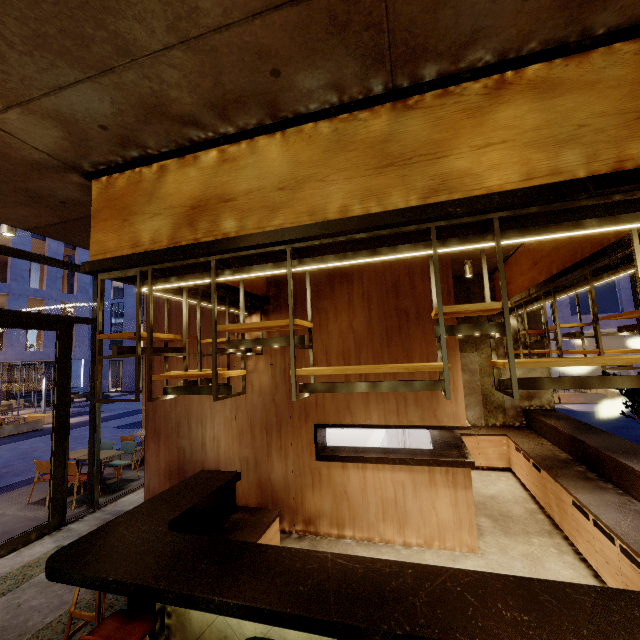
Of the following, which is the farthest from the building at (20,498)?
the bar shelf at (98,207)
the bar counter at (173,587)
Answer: the bar shelf at (98,207)

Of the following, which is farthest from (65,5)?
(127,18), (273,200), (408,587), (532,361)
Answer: (408,587)

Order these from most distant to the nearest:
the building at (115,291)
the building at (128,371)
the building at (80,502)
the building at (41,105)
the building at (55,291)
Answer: the building at (115,291) < the building at (128,371) < the building at (55,291) < the building at (80,502) < the building at (41,105)

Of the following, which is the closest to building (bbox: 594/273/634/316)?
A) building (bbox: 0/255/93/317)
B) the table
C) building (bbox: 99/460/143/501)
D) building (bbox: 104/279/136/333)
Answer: building (bbox: 104/279/136/333)

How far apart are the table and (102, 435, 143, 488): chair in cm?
36

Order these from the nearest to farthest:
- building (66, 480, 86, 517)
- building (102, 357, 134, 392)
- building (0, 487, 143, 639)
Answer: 1. building (0, 487, 143, 639)
2. building (66, 480, 86, 517)
3. building (102, 357, 134, 392)

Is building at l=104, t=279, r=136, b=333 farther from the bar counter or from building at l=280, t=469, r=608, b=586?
the bar counter

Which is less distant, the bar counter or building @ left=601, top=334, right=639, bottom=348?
the bar counter
